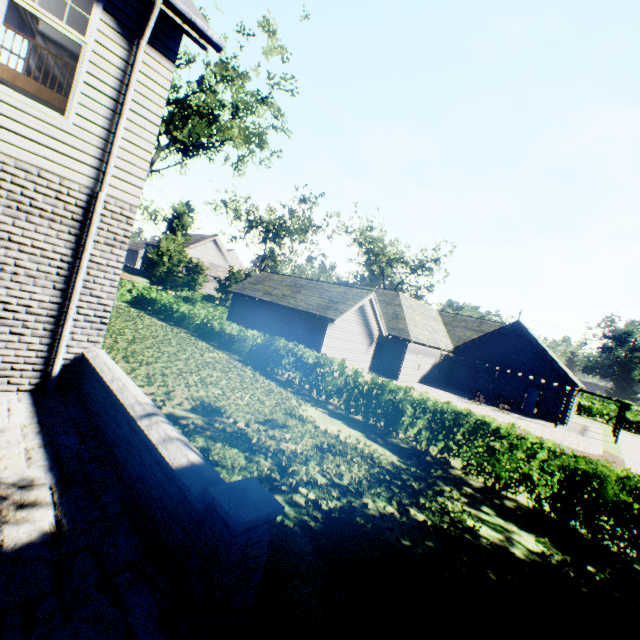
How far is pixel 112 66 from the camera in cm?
519

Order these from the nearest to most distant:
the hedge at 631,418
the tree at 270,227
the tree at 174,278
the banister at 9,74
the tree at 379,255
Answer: the banister at 9,74
the tree at 174,278
the tree at 270,227
the hedge at 631,418
the tree at 379,255

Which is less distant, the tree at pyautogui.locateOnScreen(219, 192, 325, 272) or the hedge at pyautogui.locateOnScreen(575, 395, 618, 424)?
the tree at pyautogui.locateOnScreen(219, 192, 325, 272)

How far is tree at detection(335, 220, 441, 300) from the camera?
49.1 meters

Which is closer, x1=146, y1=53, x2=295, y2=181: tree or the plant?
the plant

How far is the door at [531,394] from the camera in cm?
2709

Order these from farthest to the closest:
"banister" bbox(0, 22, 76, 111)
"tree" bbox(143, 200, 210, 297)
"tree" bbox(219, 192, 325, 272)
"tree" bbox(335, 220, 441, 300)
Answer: "tree" bbox(335, 220, 441, 300) < "tree" bbox(219, 192, 325, 272) < "tree" bbox(143, 200, 210, 297) < "banister" bbox(0, 22, 76, 111)
